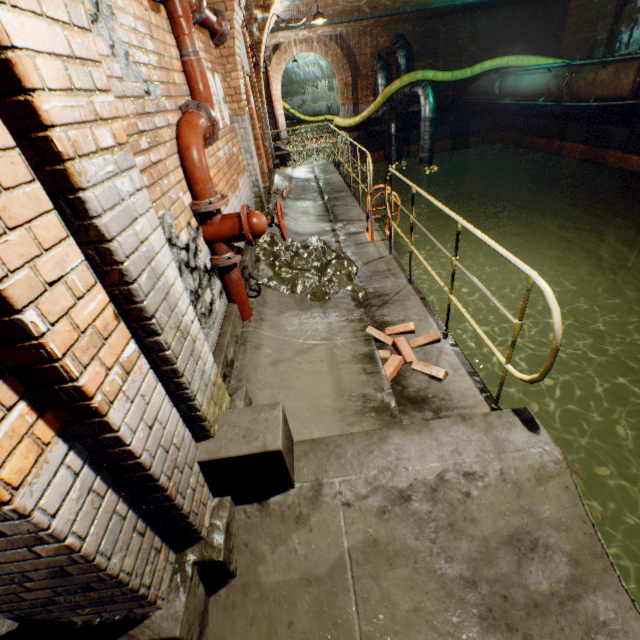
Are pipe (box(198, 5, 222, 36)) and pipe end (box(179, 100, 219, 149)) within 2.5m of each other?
yes

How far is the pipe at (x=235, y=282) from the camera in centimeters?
309cm

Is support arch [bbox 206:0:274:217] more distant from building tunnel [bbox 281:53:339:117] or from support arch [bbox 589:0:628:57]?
building tunnel [bbox 281:53:339:117]

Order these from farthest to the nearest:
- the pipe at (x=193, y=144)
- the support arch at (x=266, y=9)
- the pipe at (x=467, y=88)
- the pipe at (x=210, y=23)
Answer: the pipe at (x=467, y=88) → the support arch at (x=266, y=9) → the pipe at (x=210, y=23) → the pipe at (x=193, y=144)

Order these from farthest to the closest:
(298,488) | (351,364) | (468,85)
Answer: (468,85) < (351,364) < (298,488)

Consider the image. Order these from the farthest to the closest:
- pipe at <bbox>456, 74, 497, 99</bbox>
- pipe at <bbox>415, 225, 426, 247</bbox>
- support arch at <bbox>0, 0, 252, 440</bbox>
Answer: pipe at <bbox>415, 225, 426, 247</bbox> → pipe at <bbox>456, 74, 497, 99</bbox> → support arch at <bbox>0, 0, 252, 440</bbox>

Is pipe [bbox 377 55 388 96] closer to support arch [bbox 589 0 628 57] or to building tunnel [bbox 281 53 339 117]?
building tunnel [bbox 281 53 339 117]

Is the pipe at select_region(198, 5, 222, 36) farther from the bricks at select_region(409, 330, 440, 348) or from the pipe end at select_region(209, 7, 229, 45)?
the bricks at select_region(409, 330, 440, 348)
